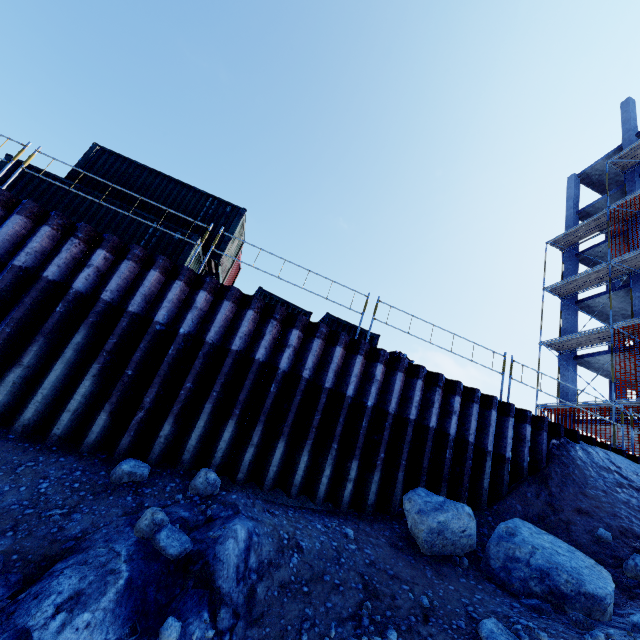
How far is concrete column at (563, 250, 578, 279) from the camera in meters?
22.4 m

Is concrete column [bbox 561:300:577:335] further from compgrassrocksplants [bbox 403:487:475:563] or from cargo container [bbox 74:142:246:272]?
cargo container [bbox 74:142:246:272]

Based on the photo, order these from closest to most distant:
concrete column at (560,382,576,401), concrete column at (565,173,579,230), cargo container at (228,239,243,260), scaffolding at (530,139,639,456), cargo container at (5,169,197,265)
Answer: cargo container at (5,169,197,265), cargo container at (228,239,243,260), scaffolding at (530,139,639,456), concrete column at (560,382,576,401), concrete column at (565,173,579,230)

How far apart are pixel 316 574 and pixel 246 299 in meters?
4.8 m

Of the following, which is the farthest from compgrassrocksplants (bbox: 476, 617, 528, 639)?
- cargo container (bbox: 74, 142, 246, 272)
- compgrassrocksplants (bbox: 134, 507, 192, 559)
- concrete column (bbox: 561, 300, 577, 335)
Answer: concrete column (bbox: 561, 300, 577, 335)

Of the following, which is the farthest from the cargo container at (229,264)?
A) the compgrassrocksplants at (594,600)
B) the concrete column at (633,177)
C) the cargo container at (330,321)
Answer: the concrete column at (633,177)

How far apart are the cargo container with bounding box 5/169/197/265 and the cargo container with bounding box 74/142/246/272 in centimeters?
116cm

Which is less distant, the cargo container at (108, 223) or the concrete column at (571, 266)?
the cargo container at (108, 223)
